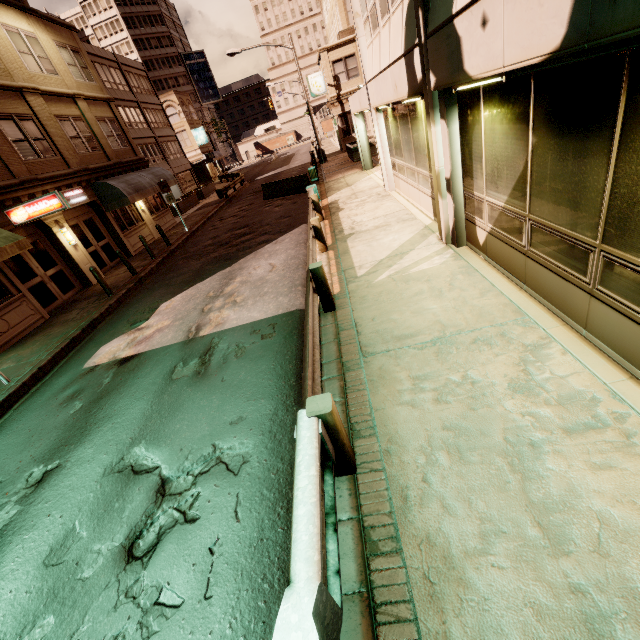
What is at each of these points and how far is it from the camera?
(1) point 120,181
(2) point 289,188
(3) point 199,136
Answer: (1) awning, 17.31m
(2) barrier, 20.56m
(3) sign, 51.66m

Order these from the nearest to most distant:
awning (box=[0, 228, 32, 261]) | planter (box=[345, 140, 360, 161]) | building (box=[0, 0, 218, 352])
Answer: awning (box=[0, 228, 32, 261]), building (box=[0, 0, 218, 352]), planter (box=[345, 140, 360, 161])

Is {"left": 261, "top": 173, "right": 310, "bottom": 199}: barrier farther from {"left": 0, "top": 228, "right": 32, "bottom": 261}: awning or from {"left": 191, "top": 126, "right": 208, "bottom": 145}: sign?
{"left": 191, "top": 126, "right": 208, "bottom": 145}: sign

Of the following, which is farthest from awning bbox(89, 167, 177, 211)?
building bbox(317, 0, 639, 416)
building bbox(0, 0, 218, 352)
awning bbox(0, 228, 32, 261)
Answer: building bbox(317, 0, 639, 416)

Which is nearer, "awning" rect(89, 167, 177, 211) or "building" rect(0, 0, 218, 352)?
"building" rect(0, 0, 218, 352)

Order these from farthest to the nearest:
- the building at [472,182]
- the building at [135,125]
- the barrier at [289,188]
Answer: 1. the barrier at [289,188]
2. the building at [135,125]
3. the building at [472,182]

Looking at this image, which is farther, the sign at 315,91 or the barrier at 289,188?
the sign at 315,91

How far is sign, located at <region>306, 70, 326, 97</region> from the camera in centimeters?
3080cm
